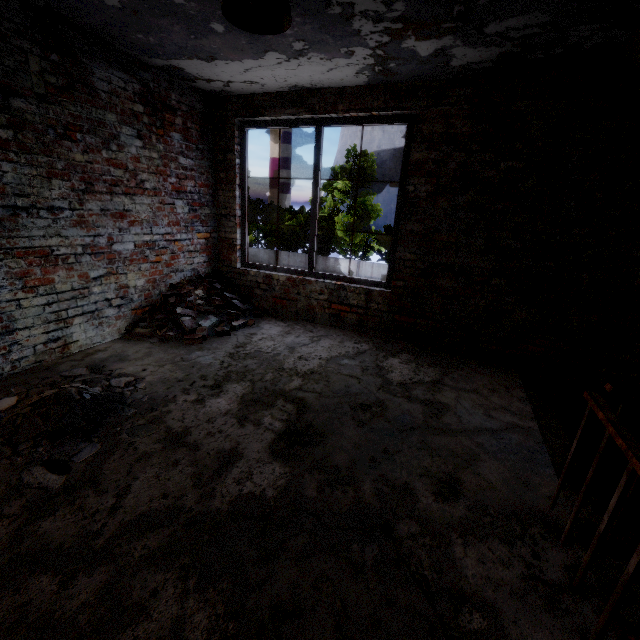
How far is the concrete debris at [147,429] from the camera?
2.40m

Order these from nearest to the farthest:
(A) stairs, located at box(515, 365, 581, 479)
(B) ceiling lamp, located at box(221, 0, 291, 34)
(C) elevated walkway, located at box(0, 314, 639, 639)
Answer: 1. (C) elevated walkway, located at box(0, 314, 639, 639)
2. (B) ceiling lamp, located at box(221, 0, 291, 34)
3. (A) stairs, located at box(515, 365, 581, 479)

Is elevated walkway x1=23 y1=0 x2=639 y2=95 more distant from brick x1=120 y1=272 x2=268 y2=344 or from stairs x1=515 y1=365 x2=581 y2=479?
brick x1=120 y1=272 x2=268 y2=344

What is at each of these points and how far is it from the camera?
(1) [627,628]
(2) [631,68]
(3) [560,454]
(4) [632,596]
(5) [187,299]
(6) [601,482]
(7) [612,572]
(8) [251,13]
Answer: (1) brick, 4.3m
(2) stairs, 2.9m
(3) stairs, 2.5m
(4) stairs, 2.0m
(5) brick, 4.6m
(6) stairs, 2.7m
(7) stairs, 2.0m
(8) ceiling lamp, 2.1m

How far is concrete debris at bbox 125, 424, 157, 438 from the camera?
2.4 meters

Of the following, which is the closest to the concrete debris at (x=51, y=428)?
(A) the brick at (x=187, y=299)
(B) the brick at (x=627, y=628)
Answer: (A) the brick at (x=187, y=299)

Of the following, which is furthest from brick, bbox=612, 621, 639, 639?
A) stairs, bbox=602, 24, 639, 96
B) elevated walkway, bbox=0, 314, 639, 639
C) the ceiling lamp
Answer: the ceiling lamp

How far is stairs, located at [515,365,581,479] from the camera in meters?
2.5 m
